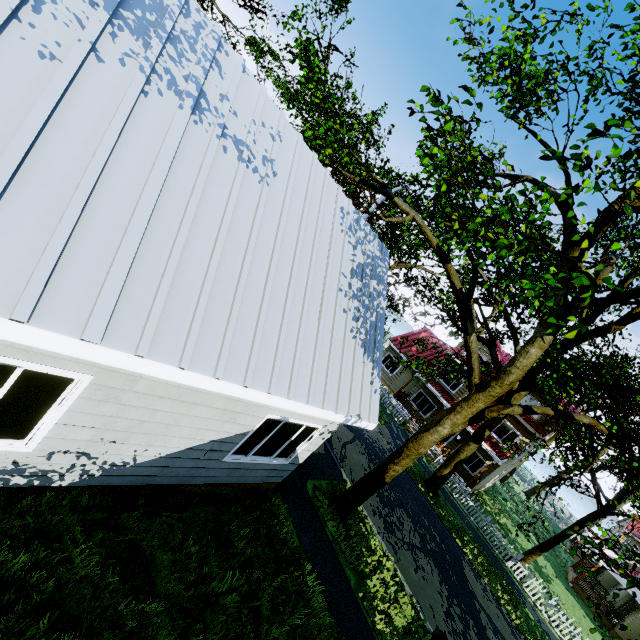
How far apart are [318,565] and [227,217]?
8.0 meters

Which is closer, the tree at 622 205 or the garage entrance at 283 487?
the tree at 622 205

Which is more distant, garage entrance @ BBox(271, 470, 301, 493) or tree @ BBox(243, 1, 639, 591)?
garage entrance @ BBox(271, 470, 301, 493)

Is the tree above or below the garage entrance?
above

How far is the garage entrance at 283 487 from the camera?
8.4m

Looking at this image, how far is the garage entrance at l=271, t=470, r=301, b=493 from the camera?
8.4 meters
